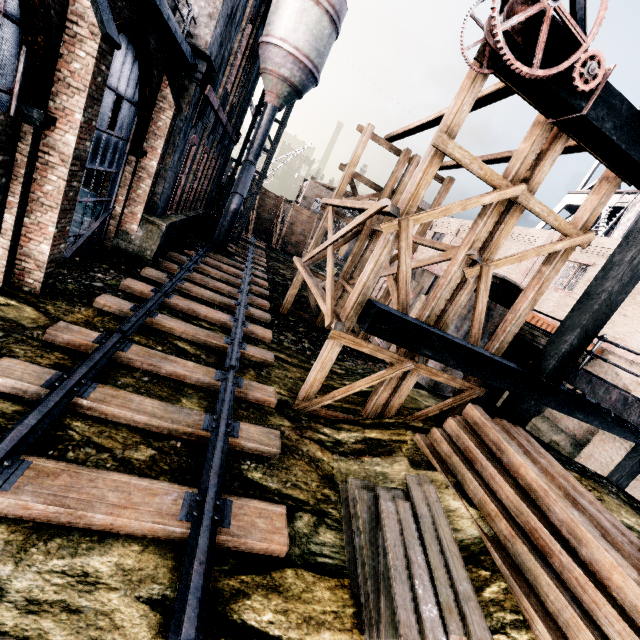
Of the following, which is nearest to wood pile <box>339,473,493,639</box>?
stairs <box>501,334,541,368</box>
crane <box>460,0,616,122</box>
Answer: stairs <box>501,334,541,368</box>

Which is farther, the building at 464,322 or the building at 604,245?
the building at 604,245

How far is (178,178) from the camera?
16.0 meters

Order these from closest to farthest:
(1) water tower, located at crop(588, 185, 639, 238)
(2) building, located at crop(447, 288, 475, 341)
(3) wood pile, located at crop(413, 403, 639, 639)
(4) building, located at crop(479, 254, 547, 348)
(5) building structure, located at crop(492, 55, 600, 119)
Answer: (3) wood pile, located at crop(413, 403, 639, 639)
(5) building structure, located at crop(492, 55, 600, 119)
(4) building, located at crop(479, 254, 547, 348)
(2) building, located at crop(447, 288, 475, 341)
(1) water tower, located at crop(588, 185, 639, 238)

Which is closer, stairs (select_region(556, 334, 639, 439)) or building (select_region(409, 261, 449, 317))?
stairs (select_region(556, 334, 639, 439))

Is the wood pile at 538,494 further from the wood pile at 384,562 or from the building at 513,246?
the building at 513,246

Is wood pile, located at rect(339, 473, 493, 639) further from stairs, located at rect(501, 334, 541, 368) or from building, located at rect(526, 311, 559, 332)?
building, located at rect(526, 311, 559, 332)

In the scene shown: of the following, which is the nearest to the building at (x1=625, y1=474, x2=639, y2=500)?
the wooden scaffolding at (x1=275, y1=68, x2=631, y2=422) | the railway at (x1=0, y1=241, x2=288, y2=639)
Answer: the wooden scaffolding at (x1=275, y1=68, x2=631, y2=422)
